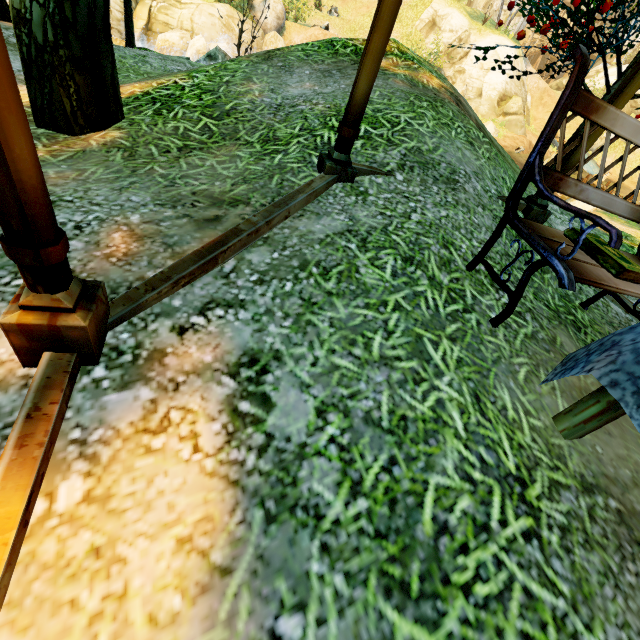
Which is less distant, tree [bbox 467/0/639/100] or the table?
the table

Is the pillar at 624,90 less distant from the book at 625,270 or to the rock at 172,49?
the book at 625,270

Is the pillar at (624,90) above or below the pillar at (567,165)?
above

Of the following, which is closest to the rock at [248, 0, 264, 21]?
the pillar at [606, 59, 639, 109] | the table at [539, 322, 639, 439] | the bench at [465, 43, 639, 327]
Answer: the pillar at [606, 59, 639, 109]

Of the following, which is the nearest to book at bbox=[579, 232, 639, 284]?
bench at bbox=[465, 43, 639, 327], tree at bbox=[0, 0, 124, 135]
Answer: bench at bbox=[465, 43, 639, 327]

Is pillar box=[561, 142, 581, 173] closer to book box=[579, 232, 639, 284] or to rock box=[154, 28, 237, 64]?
book box=[579, 232, 639, 284]

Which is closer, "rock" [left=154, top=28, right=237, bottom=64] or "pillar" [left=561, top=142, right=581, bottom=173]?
"pillar" [left=561, top=142, right=581, bottom=173]

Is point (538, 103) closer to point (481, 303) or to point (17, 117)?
point (481, 303)
